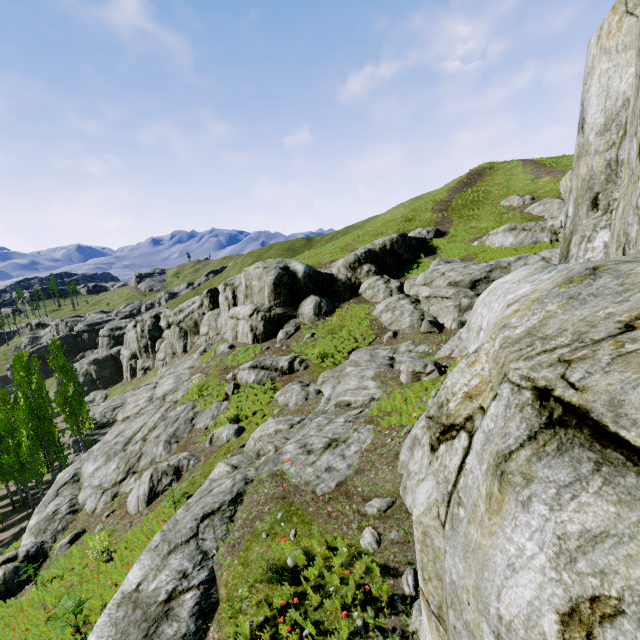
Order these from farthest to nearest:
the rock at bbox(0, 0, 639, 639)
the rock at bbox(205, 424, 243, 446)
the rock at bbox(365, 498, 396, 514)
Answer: the rock at bbox(205, 424, 243, 446) → the rock at bbox(365, 498, 396, 514) → the rock at bbox(0, 0, 639, 639)

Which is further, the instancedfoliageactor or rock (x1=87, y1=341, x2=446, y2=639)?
the instancedfoliageactor

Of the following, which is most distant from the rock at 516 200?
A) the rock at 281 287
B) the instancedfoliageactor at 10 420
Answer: the instancedfoliageactor at 10 420

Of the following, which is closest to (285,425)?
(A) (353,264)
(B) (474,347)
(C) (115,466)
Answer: (C) (115,466)

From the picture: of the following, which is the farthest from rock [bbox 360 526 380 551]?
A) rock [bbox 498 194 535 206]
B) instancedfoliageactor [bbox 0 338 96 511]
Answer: rock [bbox 498 194 535 206]
